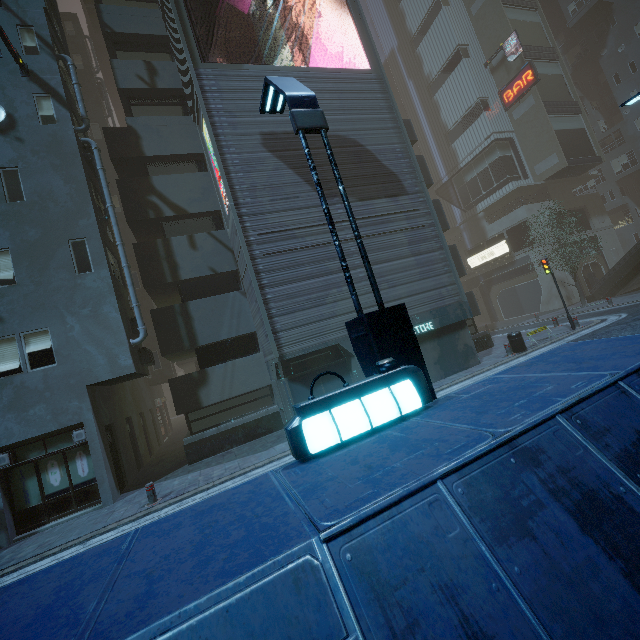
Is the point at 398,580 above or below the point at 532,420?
below

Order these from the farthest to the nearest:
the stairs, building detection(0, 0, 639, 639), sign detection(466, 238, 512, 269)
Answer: sign detection(466, 238, 512, 269), the stairs, building detection(0, 0, 639, 639)

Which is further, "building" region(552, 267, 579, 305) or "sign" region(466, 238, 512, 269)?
"sign" region(466, 238, 512, 269)

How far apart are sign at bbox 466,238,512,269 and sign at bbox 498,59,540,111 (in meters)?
12.78

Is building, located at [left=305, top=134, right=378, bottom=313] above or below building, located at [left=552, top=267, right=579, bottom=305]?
above

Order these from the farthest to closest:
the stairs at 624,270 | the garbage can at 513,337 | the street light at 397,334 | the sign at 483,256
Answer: the sign at 483,256 < the stairs at 624,270 < the garbage can at 513,337 < the street light at 397,334

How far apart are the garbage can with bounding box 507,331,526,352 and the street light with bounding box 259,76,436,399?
12.70m

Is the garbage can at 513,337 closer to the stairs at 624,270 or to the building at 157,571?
the building at 157,571
